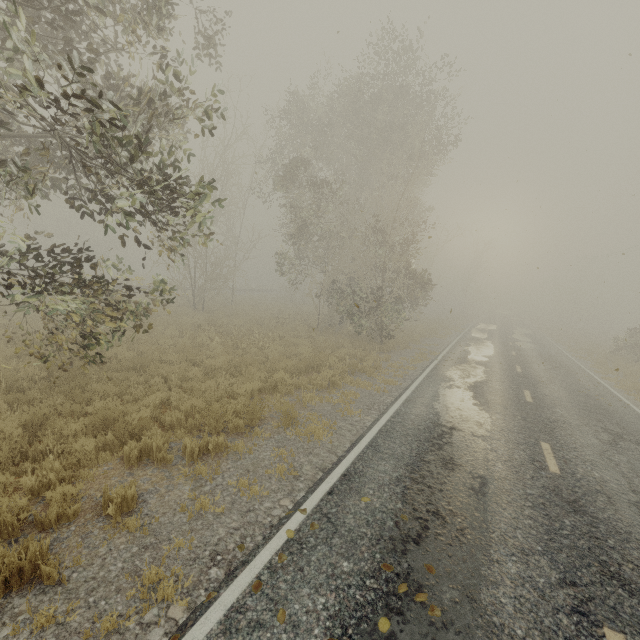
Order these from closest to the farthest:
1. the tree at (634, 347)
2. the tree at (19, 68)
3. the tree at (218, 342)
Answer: the tree at (19, 68) → the tree at (218, 342) → the tree at (634, 347)

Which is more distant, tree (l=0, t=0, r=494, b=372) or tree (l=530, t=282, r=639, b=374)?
tree (l=530, t=282, r=639, b=374)

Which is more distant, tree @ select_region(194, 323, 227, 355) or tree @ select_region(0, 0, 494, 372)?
tree @ select_region(194, 323, 227, 355)

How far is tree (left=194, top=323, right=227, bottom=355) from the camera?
13.4 meters

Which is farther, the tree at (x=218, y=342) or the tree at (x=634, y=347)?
the tree at (x=634, y=347)

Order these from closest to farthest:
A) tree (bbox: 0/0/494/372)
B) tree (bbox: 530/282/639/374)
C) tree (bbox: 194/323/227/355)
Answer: tree (bbox: 0/0/494/372), tree (bbox: 194/323/227/355), tree (bbox: 530/282/639/374)

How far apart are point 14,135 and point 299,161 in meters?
11.3

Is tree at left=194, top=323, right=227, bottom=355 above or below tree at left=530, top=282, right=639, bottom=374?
below
